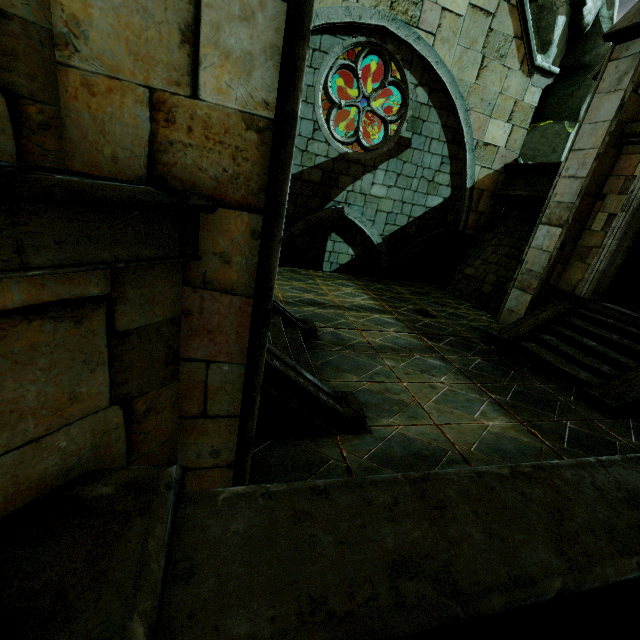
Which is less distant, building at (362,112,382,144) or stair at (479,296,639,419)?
stair at (479,296,639,419)

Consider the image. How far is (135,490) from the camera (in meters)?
1.49

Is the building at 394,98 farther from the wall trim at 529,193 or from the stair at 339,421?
the stair at 339,421

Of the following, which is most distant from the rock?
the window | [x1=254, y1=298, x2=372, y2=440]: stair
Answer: [x1=254, y1=298, x2=372, y2=440]: stair

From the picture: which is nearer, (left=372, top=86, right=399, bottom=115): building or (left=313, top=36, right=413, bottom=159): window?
(left=313, top=36, right=413, bottom=159): window

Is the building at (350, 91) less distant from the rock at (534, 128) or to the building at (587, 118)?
the rock at (534, 128)

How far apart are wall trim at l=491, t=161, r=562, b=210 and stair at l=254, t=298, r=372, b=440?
8.2 meters

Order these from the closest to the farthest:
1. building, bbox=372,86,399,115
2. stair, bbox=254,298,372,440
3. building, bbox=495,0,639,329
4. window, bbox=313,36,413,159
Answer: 1. stair, bbox=254,298,372,440
2. building, bbox=495,0,639,329
3. window, bbox=313,36,413,159
4. building, bbox=372,86,399,115
